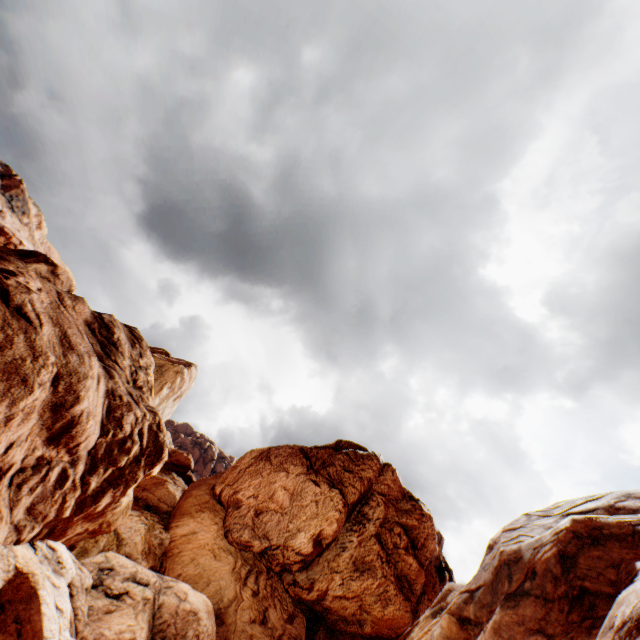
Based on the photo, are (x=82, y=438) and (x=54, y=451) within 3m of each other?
yes
